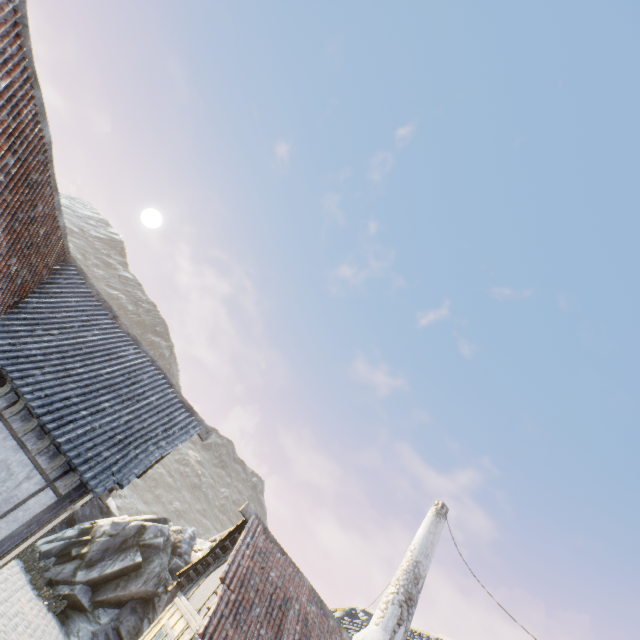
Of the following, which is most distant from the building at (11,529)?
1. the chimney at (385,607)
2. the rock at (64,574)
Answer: the chimney at (385,607)

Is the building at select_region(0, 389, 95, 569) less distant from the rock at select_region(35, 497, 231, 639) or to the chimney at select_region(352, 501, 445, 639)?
the rock at select_region(35, 497, 231, 639)

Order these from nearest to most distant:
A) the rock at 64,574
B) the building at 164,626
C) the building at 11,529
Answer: the building at 11,529
the building at 164,626
the rock at 64,574

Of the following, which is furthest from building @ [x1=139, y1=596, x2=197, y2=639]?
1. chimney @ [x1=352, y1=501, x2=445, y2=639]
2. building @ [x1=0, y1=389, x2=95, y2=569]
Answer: A: building @ [x1=0, y1=389, x2=95, y2=569]

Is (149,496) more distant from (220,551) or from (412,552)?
(412,552)

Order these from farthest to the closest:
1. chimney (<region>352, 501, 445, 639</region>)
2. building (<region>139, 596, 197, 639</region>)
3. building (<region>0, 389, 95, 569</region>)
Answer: chimney (<region>352, 501, 445, 639</region>), building (<region>139, 596, 197, 639</region>), building (<region>0, 389, 95, 569</region>)

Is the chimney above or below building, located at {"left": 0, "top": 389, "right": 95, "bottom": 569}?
above
